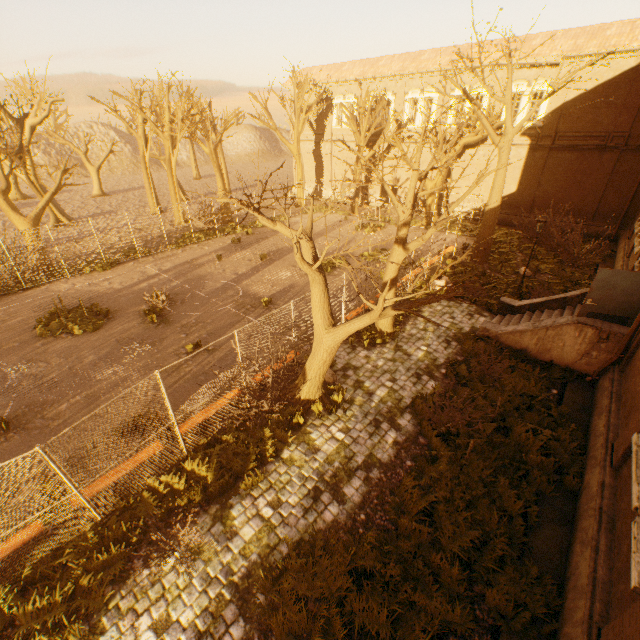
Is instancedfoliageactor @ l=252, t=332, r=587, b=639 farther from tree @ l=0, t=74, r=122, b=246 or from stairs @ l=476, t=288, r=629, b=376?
tree @ l=0, t=74, r=122, b=246

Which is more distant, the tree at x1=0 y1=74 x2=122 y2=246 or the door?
the tree at x1=0 y1=74 x2=122 y2=246

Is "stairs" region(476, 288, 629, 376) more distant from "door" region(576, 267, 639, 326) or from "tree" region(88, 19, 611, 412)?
"tree" region(88, 19, 611, 412)

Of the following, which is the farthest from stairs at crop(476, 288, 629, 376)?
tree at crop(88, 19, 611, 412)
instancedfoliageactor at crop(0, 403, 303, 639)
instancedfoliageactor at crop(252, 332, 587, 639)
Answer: instancedfoliageactor at crop(0, 403, 303, 639)

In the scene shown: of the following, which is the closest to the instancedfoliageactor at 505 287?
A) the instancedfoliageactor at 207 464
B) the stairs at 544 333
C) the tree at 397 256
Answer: the tree at 397 256

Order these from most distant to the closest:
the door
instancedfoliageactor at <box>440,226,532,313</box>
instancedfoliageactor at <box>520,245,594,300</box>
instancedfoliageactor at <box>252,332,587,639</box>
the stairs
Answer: instancedfoliageactor at <box>520,245,594,300</box> < instancedfoliageactor at <box>440,226,532,313</box> < the stairs < the door < instancedfoliageactor at <box>252,332,587,639</box>

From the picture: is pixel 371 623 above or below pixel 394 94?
below

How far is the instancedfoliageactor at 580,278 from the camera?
16.0m
